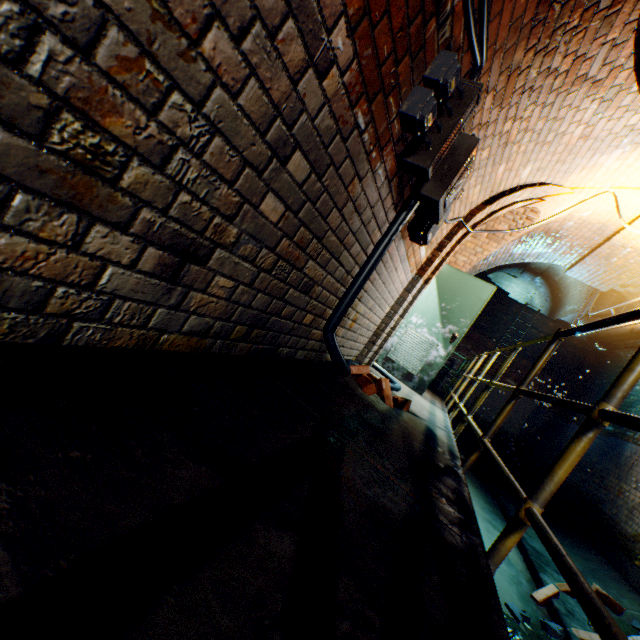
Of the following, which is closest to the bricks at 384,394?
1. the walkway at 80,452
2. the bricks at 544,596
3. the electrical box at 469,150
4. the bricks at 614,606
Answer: the walkway at 80,452

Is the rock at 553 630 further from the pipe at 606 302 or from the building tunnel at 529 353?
the pipe at 606 302

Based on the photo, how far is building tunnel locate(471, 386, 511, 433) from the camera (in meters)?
10.85

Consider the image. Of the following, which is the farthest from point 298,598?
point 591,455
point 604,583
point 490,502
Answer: point 591,455

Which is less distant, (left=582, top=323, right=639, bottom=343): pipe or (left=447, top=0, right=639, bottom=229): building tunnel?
(left=447, top=0, right=639, bottom=229): building tunnel

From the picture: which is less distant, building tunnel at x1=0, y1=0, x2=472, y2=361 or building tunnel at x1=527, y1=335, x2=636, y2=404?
building tunnel at x1=0, y1=0, x2=472, y2=361

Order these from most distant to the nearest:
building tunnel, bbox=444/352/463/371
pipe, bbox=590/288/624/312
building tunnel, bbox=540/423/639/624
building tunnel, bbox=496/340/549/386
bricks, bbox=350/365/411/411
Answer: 1. building tunnel, bbox=444/352/463/371
2. building tunnel, bbox=496/340/549/386
3. pipe, bbox=590/288/624/312
4. building tunnel, bbox=540/423/639/624
5. bricks, bbox=350/365/411/411

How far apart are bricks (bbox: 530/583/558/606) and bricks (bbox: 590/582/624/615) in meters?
0.8 m
